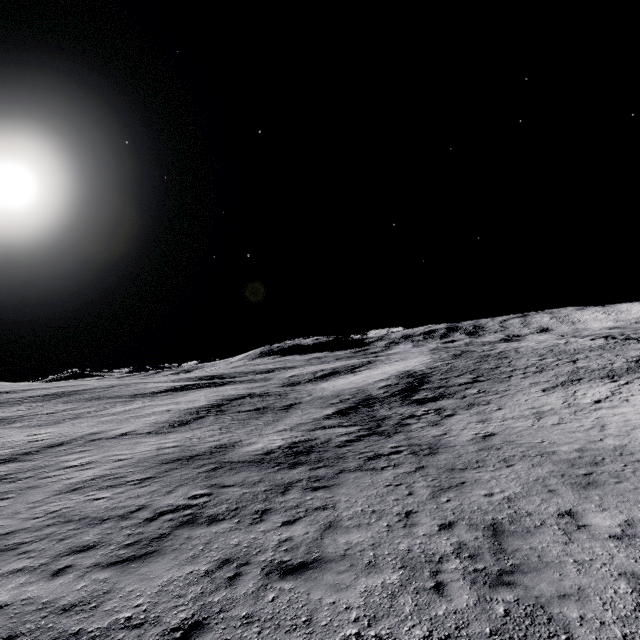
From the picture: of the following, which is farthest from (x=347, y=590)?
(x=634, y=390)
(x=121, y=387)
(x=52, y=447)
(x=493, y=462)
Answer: (x=121, y=387)
